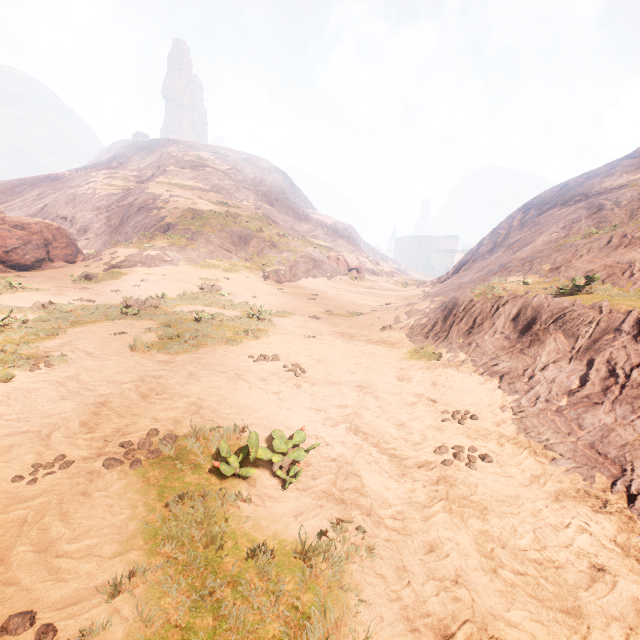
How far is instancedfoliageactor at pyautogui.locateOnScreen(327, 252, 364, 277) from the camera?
39.31m

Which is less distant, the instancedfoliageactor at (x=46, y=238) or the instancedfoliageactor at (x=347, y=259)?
the instancedfoliageactor at (x=46, y=238)

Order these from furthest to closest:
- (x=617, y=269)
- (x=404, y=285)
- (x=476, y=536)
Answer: (x=404, y=285) < (x=617, y=269) < (x=476, y=536)

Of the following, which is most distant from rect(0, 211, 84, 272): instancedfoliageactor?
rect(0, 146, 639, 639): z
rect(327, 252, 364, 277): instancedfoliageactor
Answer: rect(327, 252, 364, 277): instancedfoliageactor

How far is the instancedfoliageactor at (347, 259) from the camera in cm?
3931

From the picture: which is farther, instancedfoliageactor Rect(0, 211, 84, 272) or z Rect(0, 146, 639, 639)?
instancedfoliageactor Rect(0, 211, 84, 272)
